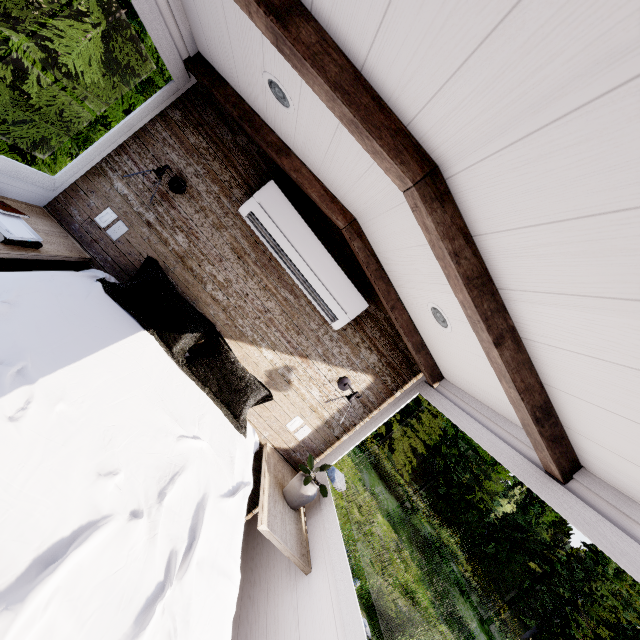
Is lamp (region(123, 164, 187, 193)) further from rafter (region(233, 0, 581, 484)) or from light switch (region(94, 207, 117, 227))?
rafter (region(233, 0, 581, 484))

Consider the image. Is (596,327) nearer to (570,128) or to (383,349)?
(570,128)

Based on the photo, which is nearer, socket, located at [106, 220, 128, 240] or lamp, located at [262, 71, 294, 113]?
lamp, located at [262, 71, 294, 113]

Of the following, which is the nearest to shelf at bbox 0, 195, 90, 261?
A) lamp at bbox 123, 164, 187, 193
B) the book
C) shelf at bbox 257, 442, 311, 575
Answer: the book

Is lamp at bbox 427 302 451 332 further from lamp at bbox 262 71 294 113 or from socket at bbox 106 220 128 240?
socket at bbox 106 220 128 240

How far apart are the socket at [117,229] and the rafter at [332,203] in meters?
1.1

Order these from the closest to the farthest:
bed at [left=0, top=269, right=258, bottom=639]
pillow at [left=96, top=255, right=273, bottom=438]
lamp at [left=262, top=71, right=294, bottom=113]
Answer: bed at [left=0, top=269, right=258, bottom=639], lamp at [left=262, top=71, right=294, bottom=113], pillow at [left=96, top=255, right=273, bottom=438]

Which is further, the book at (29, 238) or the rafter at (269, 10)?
the book at (29, 238)
